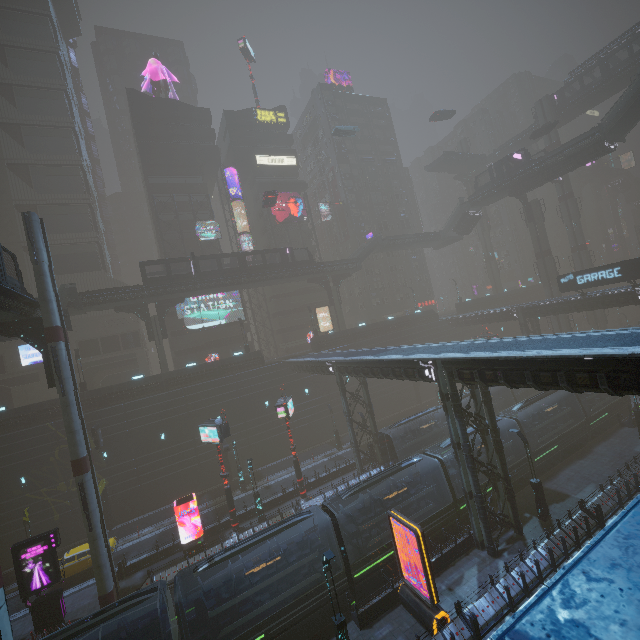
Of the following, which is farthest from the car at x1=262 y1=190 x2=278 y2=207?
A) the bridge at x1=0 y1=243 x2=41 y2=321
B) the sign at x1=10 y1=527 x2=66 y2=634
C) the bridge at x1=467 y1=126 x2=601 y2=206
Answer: the sign at x1=10 y1=527 x2=66 y2=634

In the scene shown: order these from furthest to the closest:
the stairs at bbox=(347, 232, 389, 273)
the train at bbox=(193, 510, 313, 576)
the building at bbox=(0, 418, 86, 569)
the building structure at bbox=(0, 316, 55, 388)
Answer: the stairs at bbox=(347, 232, 389, 273)
the building at bbox=(0, 418, 86, 569)
the building structure at bbox=(0, 316, 55, 388)
the train at bbox=(193, 510, 313, 576)

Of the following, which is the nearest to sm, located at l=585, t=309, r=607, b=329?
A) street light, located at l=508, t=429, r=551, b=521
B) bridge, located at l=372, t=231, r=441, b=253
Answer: bridge, located at l=372, t=231, r=441, b=253

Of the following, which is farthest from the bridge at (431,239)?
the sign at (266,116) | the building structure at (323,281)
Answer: the sign at (266,116)

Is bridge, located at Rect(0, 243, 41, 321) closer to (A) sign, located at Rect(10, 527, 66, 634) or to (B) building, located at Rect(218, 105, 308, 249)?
(B) building, located at Rect(218, 105, 308, 249)

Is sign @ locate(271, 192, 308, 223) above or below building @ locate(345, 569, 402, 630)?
above

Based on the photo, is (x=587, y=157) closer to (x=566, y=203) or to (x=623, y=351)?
(x=566, y=203)

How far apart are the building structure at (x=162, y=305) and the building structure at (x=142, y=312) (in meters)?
0.68
